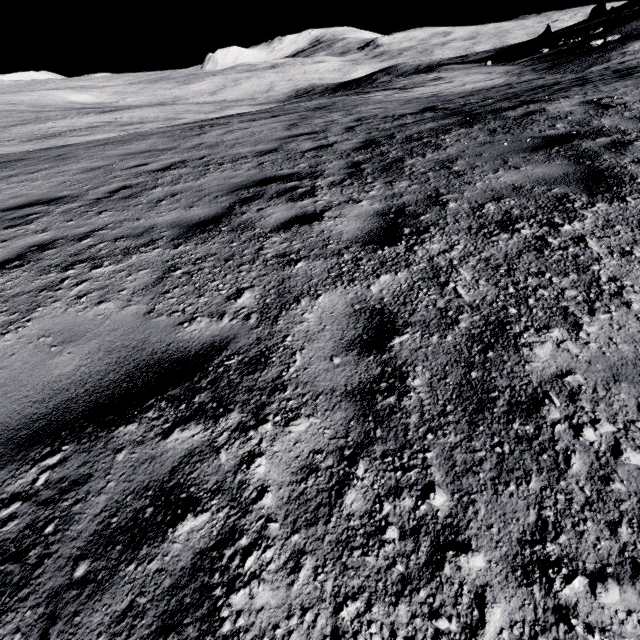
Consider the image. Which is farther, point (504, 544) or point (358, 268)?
point (358, 268)
